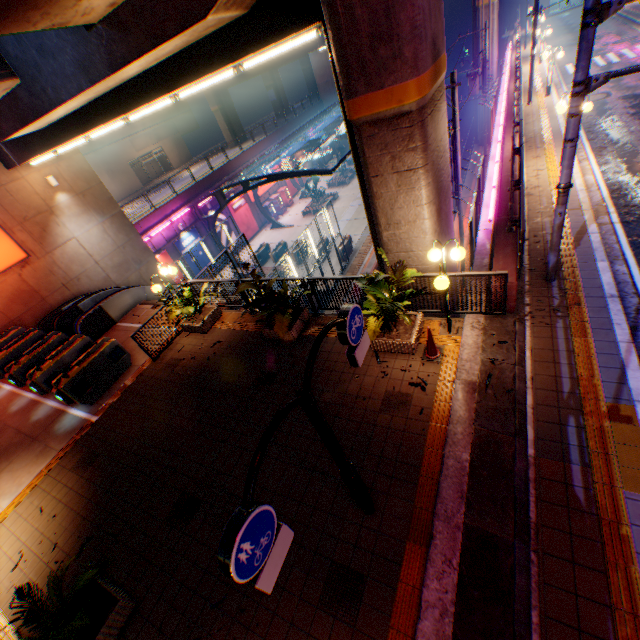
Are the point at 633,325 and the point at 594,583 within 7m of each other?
yes

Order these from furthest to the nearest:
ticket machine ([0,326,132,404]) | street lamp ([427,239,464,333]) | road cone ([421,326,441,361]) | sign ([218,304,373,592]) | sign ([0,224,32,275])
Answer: sign ([0,224,32,275])
ticket machine ([0,326,132,404])
road cone ([421,326,441,361])
street lamp ([427,239,464,333])
sign ([218,304,373,592])

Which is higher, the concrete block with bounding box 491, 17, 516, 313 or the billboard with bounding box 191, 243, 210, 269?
the concrete block with bounding box 491, 17, 516, 313

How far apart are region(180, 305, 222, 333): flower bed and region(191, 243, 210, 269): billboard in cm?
1633

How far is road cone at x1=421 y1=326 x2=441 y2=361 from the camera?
6.8 meters

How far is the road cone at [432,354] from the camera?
6.8 meters

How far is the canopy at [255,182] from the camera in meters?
21.0 m

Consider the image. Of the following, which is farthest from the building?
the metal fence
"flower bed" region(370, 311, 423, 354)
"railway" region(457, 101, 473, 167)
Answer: "flower bed" region(370, 311, 423, 354)
